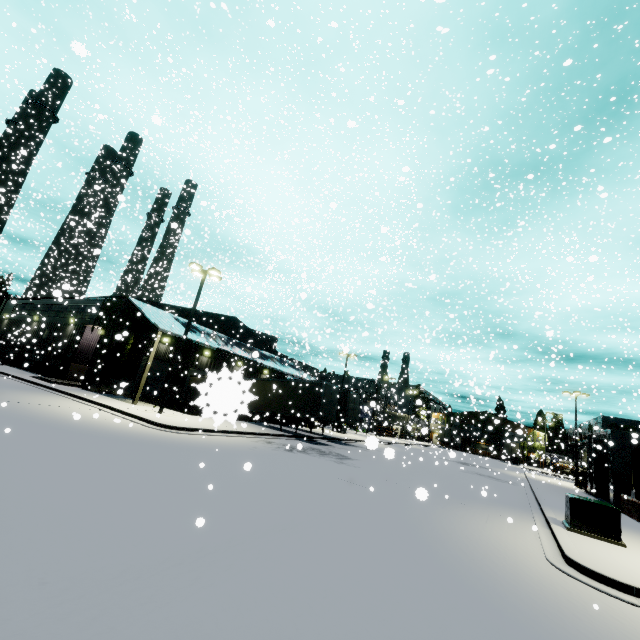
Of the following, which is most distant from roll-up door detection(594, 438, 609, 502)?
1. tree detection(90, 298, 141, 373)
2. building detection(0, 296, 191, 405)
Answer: tree detection(90, 298, 141, 373)

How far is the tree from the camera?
25.27m

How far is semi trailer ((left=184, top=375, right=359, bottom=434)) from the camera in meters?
0.7 m

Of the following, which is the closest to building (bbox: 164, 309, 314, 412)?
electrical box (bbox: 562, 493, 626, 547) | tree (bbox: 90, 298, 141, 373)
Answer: tree (bbox: 90, 298, 141, 373)

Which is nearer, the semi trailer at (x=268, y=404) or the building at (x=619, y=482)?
the semi trailer at (x=268, y=404)

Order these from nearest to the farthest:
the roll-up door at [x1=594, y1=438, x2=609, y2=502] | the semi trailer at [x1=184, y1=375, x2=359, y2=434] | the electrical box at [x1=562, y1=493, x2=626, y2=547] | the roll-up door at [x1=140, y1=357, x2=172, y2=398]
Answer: the semi trailer at [x1=184, y1=375, x2=359, y2=434] → the electrical box at [x1=562, y1=493, x2=626, y2=547] → the roll-up door at [x1=594, y1=438, x2=609, y2=502] → the roll-up door at [x1=140, y1=357, x2=172, y2=398]

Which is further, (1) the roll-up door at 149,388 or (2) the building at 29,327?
(1) the roll-up door at 149,388

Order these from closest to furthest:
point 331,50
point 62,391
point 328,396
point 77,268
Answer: point 62,391
point 331,50
point 328,396
point 77,268
